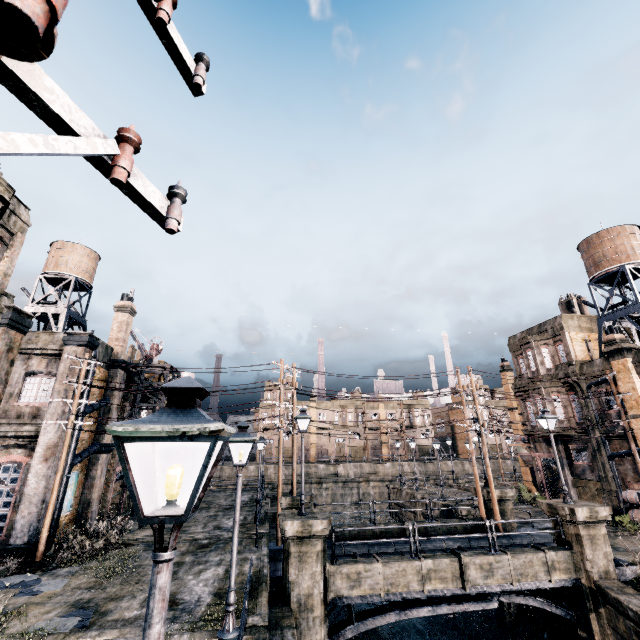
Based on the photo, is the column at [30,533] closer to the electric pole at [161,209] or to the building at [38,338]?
the building at [38,338]

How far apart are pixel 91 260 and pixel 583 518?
36.5 meters

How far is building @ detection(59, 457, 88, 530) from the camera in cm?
1930

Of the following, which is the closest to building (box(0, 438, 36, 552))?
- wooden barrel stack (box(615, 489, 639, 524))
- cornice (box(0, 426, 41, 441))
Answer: cornice (box(0, 426, 41, 441))

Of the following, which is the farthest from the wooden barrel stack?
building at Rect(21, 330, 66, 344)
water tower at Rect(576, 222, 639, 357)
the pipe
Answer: building at Rect(21, 330, 66, 344)

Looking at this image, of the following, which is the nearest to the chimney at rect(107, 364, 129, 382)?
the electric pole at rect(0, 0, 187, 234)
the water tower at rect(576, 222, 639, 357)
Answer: the electric pole at rect(0, 0, 187, 234)

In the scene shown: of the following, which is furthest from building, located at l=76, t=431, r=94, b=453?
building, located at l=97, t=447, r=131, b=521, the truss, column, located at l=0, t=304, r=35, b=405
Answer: the truss

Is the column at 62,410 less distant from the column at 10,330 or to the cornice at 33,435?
the cornice at 33,435
